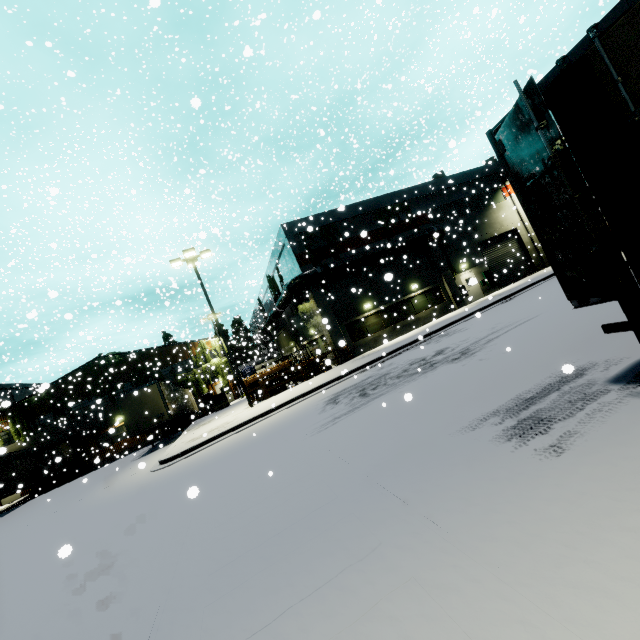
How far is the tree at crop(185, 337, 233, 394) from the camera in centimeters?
3616cm

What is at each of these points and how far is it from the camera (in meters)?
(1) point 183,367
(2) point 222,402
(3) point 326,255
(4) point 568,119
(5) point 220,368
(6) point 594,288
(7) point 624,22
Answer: (1) building, 36.16
(2) electrical box, 27.62
(3) building, 24.03
(4) semi trailer, 5.15
(5) tree, 36.75
(6) semi trailer door, 3.96
(7) semi trailer door, 3.10

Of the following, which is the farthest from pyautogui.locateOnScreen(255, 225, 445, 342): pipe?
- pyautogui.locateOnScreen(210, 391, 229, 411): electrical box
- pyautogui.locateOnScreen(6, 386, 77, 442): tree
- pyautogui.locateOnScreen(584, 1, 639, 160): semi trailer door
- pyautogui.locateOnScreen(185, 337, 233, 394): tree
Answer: pyautogui.locateOnScreen(6, 386, 77, 442): tree

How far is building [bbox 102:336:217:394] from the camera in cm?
3412

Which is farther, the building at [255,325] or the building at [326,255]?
the building at [255,325]

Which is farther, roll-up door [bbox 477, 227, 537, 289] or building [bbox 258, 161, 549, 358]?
roll-up door [bbox 477, 227, 537, 289]

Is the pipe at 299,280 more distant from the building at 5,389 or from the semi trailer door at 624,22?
the semi trailer door at 624,22

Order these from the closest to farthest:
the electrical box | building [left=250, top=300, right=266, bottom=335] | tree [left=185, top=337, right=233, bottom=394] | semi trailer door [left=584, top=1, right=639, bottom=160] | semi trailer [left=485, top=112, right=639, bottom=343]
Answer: semi trailer door [left=584, top=1, right=639, bottom=160]
semi trailer [left=485, top=112, right=639, bottom=343]
the electrical box
tree [left=185, top=337, right=233, bottom=394]
building [left=250, top=300, right=266, bottom=335]
